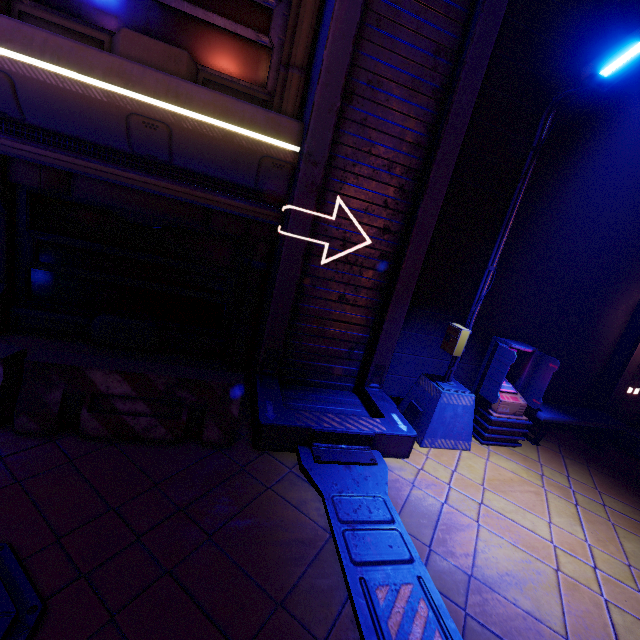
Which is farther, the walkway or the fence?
the walkway

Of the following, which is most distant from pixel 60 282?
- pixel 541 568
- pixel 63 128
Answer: pixel 541 568

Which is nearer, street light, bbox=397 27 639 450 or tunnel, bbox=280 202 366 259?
street light, bbox=397 27 639 450

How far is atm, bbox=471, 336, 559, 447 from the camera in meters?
5.9

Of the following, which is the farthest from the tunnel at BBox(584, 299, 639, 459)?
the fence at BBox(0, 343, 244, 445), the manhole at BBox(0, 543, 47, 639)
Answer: the manhole at BBox(0, 543, 47, 639)

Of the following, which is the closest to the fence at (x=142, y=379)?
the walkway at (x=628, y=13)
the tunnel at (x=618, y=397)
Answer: the walkway at (x=628, y=13)

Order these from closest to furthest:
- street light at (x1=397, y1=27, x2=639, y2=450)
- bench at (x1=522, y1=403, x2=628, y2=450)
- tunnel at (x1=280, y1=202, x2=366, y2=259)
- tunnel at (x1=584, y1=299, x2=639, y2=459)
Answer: street light at (x1=397, y1=27, x2=639, y2=450), tunnel at (x1=280, y1=202, x2=366, y2=259), bench at (x1=522, y1=403, x2=628, y2=450), tunnel at (x1=584, y1=299, x2=639, y2=459)

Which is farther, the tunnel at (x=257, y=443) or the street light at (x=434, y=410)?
the street light at (x=434, y=410)
